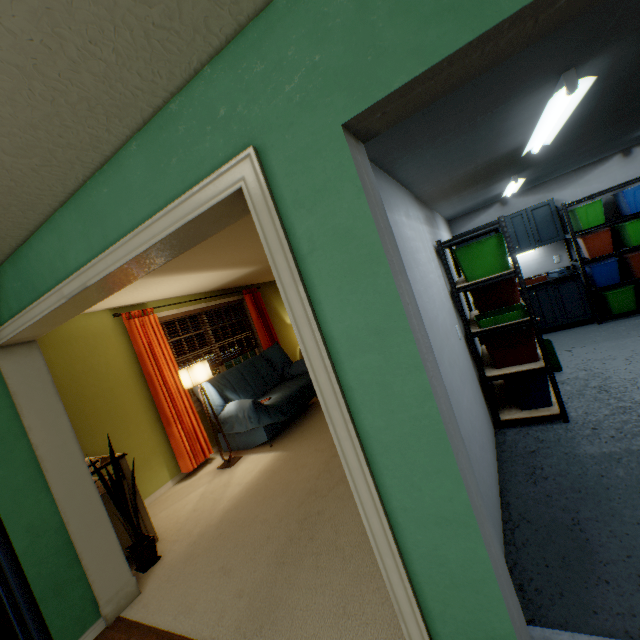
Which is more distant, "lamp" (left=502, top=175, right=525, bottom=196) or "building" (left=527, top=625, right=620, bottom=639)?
→ "lamp" (left=502, top=175, right=525, bottom=196)

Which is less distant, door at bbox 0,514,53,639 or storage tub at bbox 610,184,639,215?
door at bbox 0,514,53,639

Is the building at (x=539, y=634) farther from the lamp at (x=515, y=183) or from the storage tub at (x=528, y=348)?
the lamp at (x=515, y=183)

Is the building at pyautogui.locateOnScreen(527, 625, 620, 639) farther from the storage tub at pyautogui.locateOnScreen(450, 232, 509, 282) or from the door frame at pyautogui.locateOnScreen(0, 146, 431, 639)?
the storage tub at pyautogui.locateOnScreen(450, 232, 509, 282)

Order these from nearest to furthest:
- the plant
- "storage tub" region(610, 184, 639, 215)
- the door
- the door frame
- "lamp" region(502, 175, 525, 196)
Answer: the door frame, the door, the plant, "lamp" region(502, 175, 525, 196), "storage tub" region(610, 184, 639, 215)

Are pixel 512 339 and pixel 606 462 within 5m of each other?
yes

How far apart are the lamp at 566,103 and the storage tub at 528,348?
1.5m

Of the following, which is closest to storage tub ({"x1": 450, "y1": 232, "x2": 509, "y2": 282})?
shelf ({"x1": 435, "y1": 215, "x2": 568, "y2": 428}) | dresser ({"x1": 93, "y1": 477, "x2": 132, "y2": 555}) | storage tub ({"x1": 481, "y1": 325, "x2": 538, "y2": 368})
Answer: shelf ({"x1": 435, "y1": 215, "x2": 568, "y2": 428})
